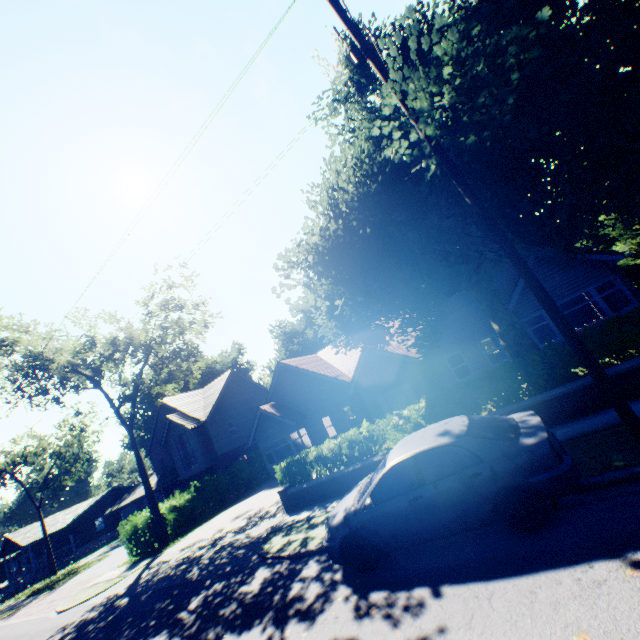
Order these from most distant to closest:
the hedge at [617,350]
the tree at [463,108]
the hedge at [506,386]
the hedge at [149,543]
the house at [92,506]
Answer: the house at [92,506] < the hedge at [149,543] < the hedge at [506,386] < the hedge at [617,350] < the tree at [463,108]

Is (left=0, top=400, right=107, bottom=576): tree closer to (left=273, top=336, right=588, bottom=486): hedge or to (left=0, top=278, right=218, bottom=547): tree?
(left=0, top=278, right=218, bottom=547): tree

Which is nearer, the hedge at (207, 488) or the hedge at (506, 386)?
the hedge at (506, 386)

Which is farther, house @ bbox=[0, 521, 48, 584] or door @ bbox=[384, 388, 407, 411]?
house @ bbox=[0, 521, 48, 584]

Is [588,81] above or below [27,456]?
below

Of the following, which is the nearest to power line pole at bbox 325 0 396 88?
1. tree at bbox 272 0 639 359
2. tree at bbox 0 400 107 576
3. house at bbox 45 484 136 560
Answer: tree at bbox 272 0 639 359

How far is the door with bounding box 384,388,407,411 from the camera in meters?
19.2 m

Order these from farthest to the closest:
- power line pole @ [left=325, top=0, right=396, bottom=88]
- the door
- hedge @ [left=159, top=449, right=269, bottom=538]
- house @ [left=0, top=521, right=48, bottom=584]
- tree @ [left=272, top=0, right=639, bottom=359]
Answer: house @ [left=0, top=521, right=48, bottom=584], hedge @ [left=159, top=449, right=269, bottom=538], the door, power line pole @ [left=325, top=0, right=396, bottom=88], tree @ [left=272, top=0, right=639, bottom=359]
